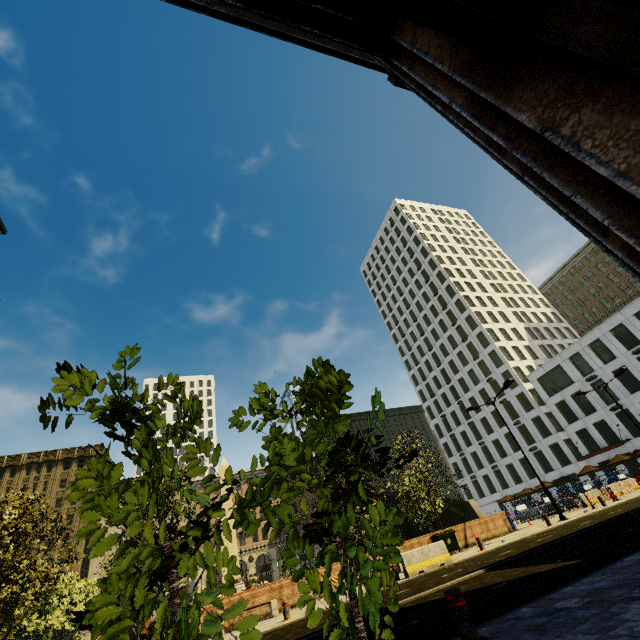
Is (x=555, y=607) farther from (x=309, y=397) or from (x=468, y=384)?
(x=468, y=384)

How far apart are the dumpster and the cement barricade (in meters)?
4.44

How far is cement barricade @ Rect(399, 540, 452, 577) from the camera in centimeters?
1388cm

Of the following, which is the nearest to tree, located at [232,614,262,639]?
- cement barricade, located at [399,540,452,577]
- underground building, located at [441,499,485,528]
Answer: underground building, located at [441,499,485,528]

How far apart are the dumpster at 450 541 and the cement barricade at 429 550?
4.44m

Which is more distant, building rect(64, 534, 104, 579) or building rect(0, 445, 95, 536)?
building rect(0, 445, 95, 536)

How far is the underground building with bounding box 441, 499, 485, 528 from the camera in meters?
36.4

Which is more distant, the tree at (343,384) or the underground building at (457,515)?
the underground building at (457,515)
